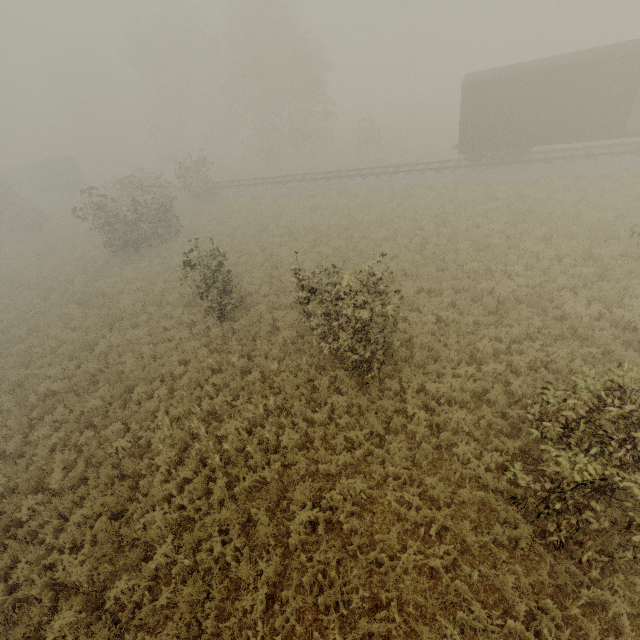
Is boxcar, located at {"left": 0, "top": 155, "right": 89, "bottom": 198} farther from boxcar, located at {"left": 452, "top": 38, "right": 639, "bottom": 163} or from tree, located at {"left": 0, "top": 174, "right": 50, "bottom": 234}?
boxcar, located at {"left": 452, "top": 38, "right": 639, "bottom": 163}

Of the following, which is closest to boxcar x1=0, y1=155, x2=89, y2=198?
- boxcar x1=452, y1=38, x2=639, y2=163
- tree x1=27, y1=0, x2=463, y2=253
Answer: tree x1=27, y1=0, x2=463, y2=253

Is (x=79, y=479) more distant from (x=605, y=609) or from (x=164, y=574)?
(x=605, y=609)

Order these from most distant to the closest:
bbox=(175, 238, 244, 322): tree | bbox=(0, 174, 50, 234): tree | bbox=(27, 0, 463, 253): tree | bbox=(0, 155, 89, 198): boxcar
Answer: bbox=(0, 155, 89, 198): boxcar → bbox=(0, 174, 50, 234): tree → bbox=(27, 0, 463, 253): tree → bbox=(175, 238, 244, 322): tree

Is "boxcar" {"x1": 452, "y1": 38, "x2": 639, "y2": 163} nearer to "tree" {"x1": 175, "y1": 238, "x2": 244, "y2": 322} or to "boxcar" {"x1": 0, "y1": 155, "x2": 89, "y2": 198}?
"tree" {"x1": 175, "y1": 238, "x2": 244, "y2": 322}

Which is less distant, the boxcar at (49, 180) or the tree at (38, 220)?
the tree at (38, 220)

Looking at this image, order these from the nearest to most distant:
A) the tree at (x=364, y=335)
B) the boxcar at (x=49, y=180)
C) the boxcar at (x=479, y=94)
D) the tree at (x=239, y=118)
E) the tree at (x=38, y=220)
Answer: the tree at (x=364, y=335) → the boxcar at (x=479, y=94) → the tree at (x=239, y=118) → the tree at (x=38, y=220) → the boxcar at (x=49, y=180)
